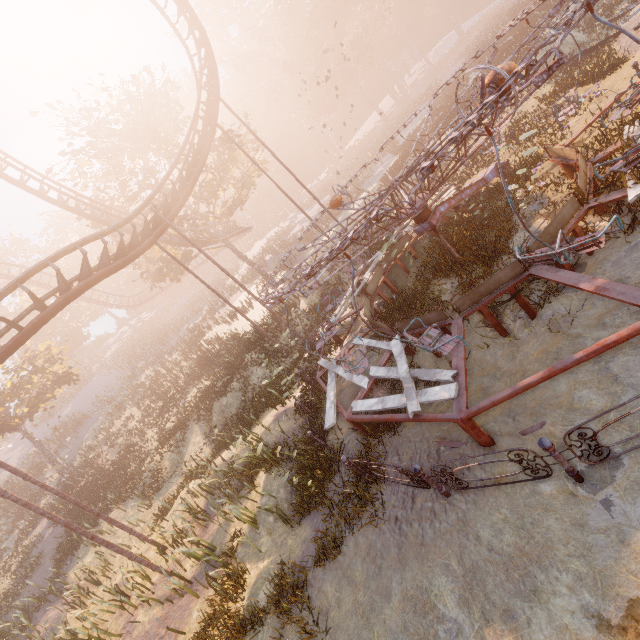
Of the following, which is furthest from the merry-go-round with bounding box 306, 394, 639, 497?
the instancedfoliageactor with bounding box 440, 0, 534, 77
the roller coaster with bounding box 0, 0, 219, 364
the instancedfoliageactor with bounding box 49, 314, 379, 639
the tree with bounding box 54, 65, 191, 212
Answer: the tree with bounding box 54, 65, 191, 212

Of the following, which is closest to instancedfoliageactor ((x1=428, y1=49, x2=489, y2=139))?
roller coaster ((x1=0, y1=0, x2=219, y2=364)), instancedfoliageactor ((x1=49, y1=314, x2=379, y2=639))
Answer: A: roller coaster ((x1=0, y1=0, x2=219, y2=364))

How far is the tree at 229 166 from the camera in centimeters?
2422cm

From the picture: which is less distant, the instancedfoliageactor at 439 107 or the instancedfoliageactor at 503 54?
the instancedfoliageactor at 503 54

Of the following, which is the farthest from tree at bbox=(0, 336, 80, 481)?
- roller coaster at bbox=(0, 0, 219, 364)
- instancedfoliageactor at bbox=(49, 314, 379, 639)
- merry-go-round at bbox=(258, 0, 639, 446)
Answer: instancedfoliageactor at bbox=(49, 314, 379, 639)

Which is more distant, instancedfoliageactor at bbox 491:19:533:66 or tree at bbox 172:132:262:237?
tree at bbox 172:132:262:237

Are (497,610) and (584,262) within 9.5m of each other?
yes
